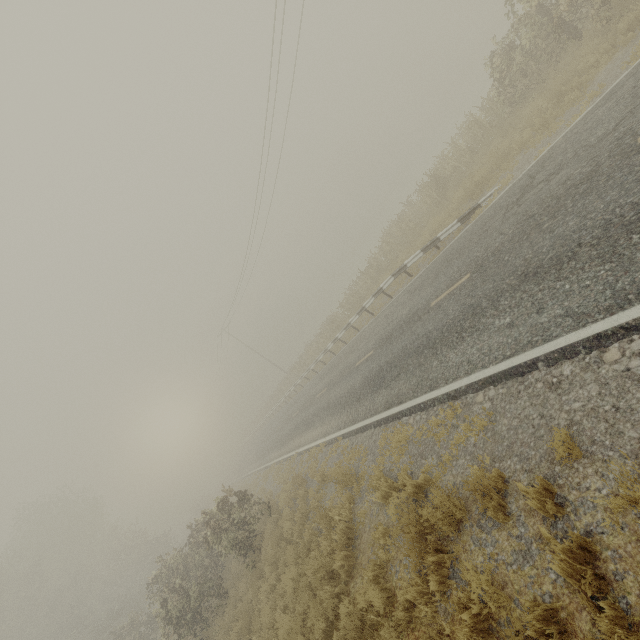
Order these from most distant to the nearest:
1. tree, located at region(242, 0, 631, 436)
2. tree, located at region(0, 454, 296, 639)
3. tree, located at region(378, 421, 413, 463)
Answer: tree, located at region(0, 454, 296, 639) → tree, located at region(242, 0, 631, 436) → tree, located at region(378, 421, 413, 463)

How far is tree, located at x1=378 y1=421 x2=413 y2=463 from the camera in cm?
761

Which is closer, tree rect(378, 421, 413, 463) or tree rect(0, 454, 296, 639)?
tree rect(378, 421, 413, 463)

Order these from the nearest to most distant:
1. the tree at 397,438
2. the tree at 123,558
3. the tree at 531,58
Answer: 1. the tree at 397,438
2. the tree at 531,58
3. the tree at 123,558

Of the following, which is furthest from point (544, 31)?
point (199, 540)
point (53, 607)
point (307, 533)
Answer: point (53, 607)

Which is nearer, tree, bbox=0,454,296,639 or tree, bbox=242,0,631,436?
tree, bbox=242,0,631,436

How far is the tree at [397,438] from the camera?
7.6 meters
